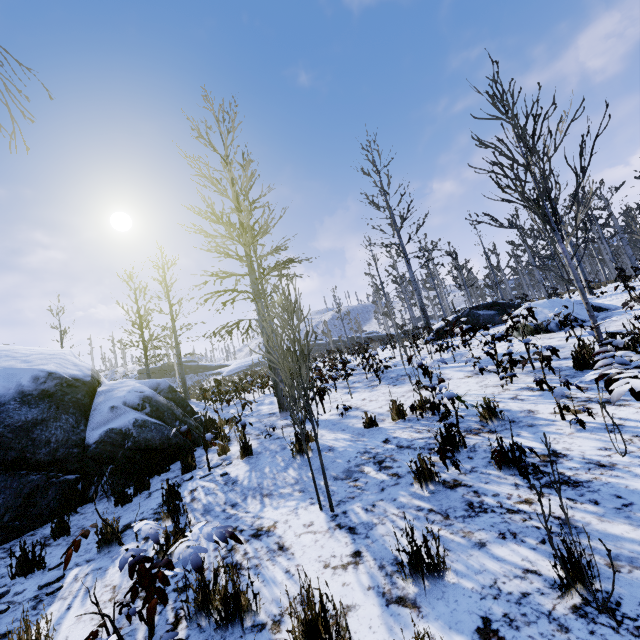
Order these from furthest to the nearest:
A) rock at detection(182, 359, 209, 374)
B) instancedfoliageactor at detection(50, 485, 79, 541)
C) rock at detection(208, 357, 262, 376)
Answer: rock at detection(182, 359, 209, 374) → rock at detection(208, 357, 262, 376) → instancedfoliageactor at detection(50, 485, 79, 541)

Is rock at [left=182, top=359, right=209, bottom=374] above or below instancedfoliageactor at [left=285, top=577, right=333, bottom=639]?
above

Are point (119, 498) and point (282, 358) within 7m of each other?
yes

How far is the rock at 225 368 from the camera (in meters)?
54.44

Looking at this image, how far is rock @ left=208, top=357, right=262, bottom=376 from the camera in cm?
5444

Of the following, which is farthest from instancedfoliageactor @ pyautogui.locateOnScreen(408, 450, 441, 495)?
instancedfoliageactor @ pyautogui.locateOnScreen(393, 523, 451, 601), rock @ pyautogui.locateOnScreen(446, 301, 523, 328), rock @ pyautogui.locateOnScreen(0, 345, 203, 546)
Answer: rock @ pyautogui.locateOnScreen(446, 301, 523, 328)

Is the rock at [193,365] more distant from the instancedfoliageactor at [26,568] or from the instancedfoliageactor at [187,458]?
the instancedfoliageactor at [26,568]

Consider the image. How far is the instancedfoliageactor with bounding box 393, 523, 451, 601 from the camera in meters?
2.2
